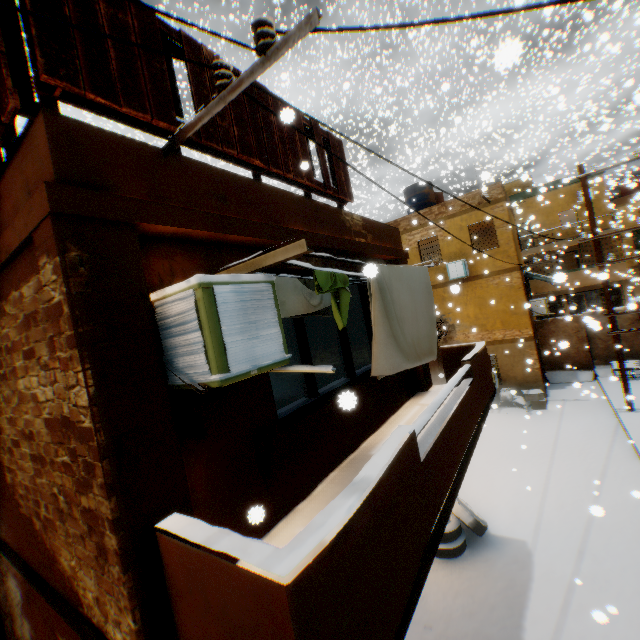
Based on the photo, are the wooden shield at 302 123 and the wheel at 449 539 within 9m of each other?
yes

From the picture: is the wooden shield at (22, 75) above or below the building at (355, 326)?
above

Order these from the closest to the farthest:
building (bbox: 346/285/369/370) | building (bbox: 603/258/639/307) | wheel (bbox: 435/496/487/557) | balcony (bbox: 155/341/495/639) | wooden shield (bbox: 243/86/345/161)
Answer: balcony (bbox: 155/341/495/639) < wooden shield (bbox: 243/86/345/161) < wheel (bbox: 435/496/487/557) < building (bbox: 346/285/369/370) < building (bbox: 603/258/639/307)

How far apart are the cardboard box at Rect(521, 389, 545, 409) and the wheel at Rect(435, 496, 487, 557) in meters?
8.2 m

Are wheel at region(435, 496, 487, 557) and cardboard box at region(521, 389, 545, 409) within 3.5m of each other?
no

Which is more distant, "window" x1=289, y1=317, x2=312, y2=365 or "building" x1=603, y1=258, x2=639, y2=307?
"building" x1=603, y1=258, x2=639, y2=307

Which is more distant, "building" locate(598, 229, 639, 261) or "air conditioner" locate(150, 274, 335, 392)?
"building" locate(598, 229, 639, 261)

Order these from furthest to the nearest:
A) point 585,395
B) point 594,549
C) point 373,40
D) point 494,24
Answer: point 494,24 → point 373,40 → point 585,395 → point 594,549
